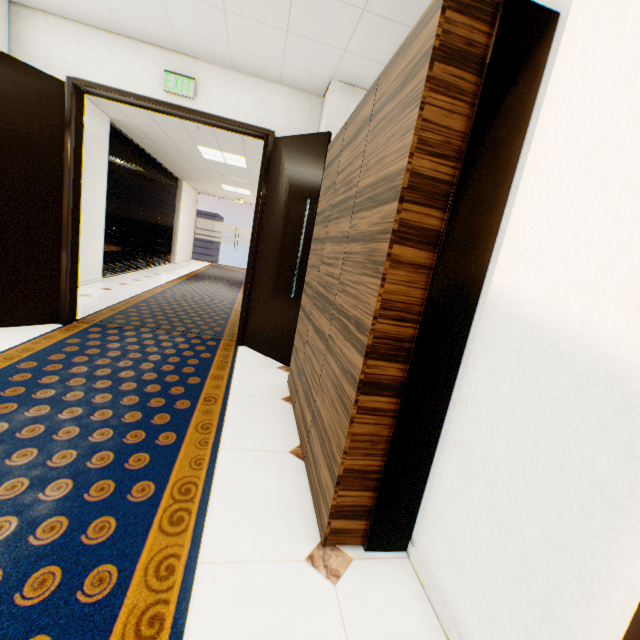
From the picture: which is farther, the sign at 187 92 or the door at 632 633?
the sign at 187 92

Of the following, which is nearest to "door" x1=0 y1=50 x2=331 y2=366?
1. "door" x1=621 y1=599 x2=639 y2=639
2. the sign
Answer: the sign

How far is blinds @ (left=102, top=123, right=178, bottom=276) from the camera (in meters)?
6.69

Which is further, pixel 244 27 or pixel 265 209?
pixel 265 209

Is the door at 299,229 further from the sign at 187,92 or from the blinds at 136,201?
the blinds at 136,201

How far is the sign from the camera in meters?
3.3 m

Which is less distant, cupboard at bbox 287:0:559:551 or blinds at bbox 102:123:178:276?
cupboard at bbox 287:0:559:551

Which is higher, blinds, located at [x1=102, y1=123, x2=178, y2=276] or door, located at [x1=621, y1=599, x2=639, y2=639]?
blinds, located at [x1=102, y1=123, x2=178, y2=276]
